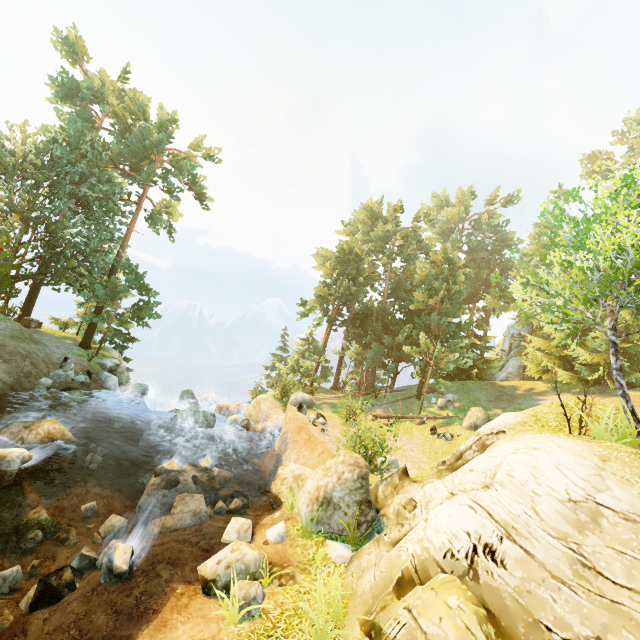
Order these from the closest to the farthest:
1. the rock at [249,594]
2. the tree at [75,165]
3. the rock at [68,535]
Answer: the rock at [249,594]
the rock at [68,535]
the tree at [75,165]

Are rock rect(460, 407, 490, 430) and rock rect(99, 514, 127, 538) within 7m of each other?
no

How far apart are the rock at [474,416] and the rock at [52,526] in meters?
20.0 m

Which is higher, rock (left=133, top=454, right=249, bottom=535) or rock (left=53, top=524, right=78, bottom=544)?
rock (left=133, top=454, right=249, bottom=535)

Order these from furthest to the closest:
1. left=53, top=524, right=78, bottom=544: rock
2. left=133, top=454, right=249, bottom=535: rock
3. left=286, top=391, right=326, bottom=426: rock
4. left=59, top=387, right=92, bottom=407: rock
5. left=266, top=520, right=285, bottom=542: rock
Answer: left=286, top=391, right=326, bottom=426: rock, left=59, top=387, right=92, bottom=407: rock, left=133, top=454, right=249, bottom=535: rock, left=53, top=524, right=78, bottom=544: rock, left=266, top=520, right=285, bottom=542: rock

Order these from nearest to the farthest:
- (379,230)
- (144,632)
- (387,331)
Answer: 1. (144,632)
2. (379,230)
3. (387,331)

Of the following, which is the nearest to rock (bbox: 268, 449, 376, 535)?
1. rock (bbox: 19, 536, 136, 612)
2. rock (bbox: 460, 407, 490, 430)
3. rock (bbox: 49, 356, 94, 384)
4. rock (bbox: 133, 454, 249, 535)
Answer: rock (bbox: 133, 454, 249, 535)

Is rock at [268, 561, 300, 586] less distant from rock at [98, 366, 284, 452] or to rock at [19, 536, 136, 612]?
rock at [19, 536, 136, 612]
